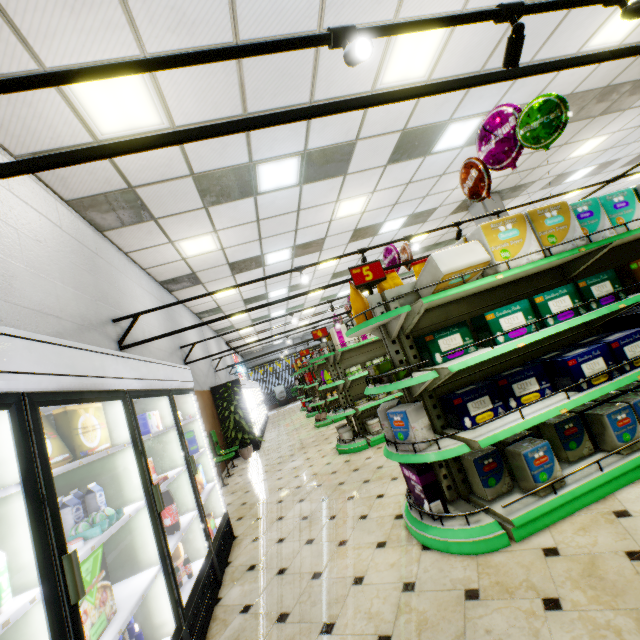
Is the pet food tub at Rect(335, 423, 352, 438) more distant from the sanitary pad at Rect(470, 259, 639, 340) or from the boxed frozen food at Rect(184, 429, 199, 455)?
the sanitary pad at Rect(470, 259, 639, 340)

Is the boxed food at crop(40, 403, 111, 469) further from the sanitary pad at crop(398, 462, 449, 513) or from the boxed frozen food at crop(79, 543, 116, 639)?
the sanitary pad at crop(398, 462, 449, 513)

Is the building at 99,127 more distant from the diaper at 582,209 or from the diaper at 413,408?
the diaper at 582,209

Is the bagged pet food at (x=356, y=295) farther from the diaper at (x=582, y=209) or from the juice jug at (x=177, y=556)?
the juice jug at (x=177, y=556)

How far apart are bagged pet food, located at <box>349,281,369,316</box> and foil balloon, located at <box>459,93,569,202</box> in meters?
2.3

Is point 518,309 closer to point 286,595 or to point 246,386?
point 286,595

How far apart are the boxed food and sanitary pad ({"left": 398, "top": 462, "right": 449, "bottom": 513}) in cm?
242

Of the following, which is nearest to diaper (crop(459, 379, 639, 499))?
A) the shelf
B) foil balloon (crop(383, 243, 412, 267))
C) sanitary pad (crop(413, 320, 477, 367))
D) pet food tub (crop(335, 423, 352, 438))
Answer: the shelf
